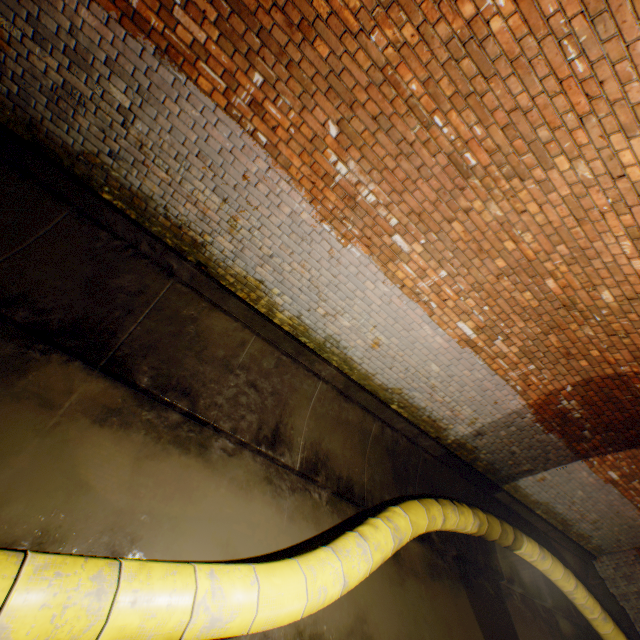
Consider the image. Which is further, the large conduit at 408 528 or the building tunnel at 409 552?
the building tunnel at 409 552

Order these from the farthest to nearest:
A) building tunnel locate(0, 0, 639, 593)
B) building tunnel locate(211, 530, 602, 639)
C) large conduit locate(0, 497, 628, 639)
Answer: building tunnel locate(211, 530, 602, 639) < building tunnel locate(0, 0, 639, 593) < large conduit locate(0, 497, 628, 639)

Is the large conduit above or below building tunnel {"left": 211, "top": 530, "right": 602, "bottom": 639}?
above

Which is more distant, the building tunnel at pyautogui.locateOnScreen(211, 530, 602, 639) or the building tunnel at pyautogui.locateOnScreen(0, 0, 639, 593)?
the building tunnel at pyautogui.locateOnScreen(211, 530, 602, 639)

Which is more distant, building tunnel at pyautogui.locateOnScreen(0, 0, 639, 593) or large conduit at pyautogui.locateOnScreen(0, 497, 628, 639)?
building tunnel at pyautogui.locateOnScreen(0, 0, 639, 593)

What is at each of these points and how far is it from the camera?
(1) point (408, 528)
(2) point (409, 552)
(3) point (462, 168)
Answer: (1) large conduit, 3.9m
(2) building tunnel, 4.7m
(3) building tunnel, 3.0m

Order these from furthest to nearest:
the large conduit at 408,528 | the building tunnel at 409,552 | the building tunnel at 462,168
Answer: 1. the building tunnel at 409,552
2. the building tunnel at 462,168
3. the large conduit at 408,528
